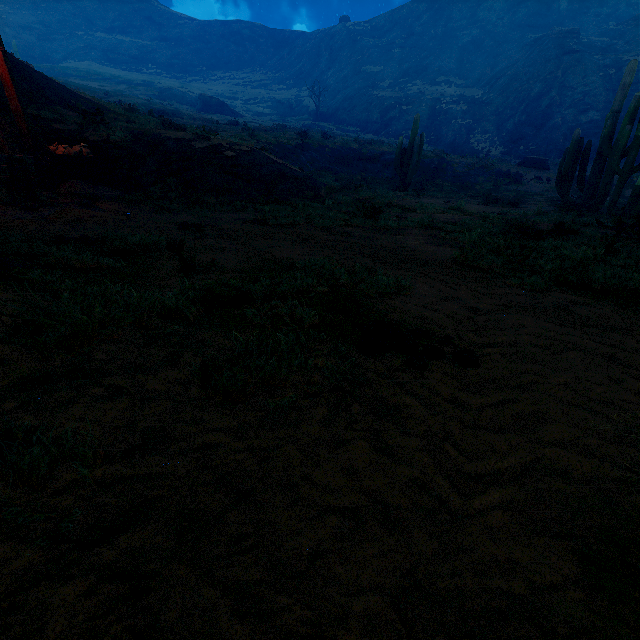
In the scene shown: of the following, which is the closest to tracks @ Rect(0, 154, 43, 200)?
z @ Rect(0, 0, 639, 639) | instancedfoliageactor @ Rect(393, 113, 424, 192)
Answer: z @ Rect(0, 0, 639, 639)

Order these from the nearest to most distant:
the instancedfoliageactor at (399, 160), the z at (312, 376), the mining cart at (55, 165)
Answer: the z at (312, 376) → the mining cart at (55, 165) → the instancedfoliageactor at (399, 160)

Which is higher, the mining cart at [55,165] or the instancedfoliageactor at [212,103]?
the instancedfoliageactor at [212,103]

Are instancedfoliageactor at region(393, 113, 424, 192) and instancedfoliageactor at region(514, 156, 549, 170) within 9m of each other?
no

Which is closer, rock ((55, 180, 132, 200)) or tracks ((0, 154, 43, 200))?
tracks ((0, 154, 43, 200))

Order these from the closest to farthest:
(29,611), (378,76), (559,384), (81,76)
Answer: (29,611)
(559,384)
(81,76)
(378,76)

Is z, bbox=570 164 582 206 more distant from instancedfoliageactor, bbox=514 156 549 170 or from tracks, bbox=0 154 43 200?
instancedfoliageactor, bbox=514 156 549 170

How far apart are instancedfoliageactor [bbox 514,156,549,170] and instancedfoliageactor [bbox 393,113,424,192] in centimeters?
1568cm
